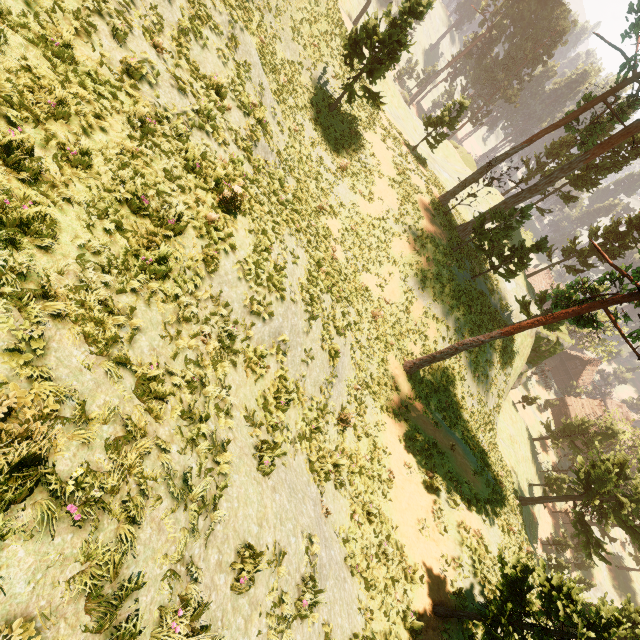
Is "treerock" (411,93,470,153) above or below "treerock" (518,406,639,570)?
above

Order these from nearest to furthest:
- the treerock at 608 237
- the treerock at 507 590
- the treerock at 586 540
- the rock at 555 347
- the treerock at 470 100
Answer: the treerock at 507 590, the treerock at 608 237, the treerock at 586 540, the treerock at 470 100, the rock at 555 347

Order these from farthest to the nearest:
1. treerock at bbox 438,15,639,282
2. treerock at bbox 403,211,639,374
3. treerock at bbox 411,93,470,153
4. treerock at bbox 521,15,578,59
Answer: treerock at bbox 521,15,578,59 → treerock at bbox 411,93,470,153 → treerock at bbox 438,15,639,282 → treerock at bbox 403,211,639,374

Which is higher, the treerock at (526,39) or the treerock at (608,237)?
the treerock at (526,39)

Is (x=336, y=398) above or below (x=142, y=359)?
below

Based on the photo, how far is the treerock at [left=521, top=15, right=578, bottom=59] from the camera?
56.8 meters

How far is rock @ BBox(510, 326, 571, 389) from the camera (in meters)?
37.75
